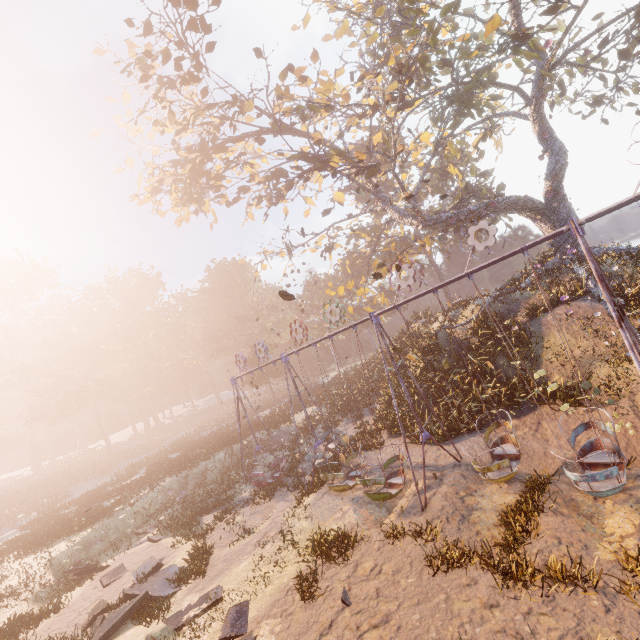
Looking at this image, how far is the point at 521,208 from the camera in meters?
19.7

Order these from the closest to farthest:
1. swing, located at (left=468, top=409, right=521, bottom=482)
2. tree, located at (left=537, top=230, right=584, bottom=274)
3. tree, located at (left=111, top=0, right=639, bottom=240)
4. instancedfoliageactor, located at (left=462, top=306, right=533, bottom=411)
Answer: swing, located at (left=468, top=409, right=521, bottom=482)
instancedfoliageactor, located at (left=462, top=306, right=533, bottom=411)
tree, located at (left=111, top=0, right=639, bottom=240)
tree, located at (left=537, top=230, right=584, bottom=274)

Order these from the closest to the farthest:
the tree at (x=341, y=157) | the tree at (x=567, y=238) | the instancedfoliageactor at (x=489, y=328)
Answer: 1. the instancedfoliageactor at (x=489, y=328)
2. the tree at (x=341, y=157)
3. the tree at (x=567, y=238)

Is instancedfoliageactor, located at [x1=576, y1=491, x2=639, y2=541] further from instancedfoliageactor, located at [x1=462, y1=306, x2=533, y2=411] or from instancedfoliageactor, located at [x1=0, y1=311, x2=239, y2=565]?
instancedfoliageactor, located at [x1=0, y1=311, x2=239, y2=565]

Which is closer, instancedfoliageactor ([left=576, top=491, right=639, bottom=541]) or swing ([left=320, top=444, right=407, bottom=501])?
instancedfoliageactor ([left=576, top=491, right=639, bottom=541])

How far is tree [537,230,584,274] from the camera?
18.6 meters

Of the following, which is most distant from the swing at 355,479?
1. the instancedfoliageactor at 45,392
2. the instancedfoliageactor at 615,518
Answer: the instancedfoliageactor at 45,392

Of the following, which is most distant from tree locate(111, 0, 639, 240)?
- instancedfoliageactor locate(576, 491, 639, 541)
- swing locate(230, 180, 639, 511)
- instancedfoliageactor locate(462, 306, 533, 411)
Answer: instancedfoliageactor locate(576, 491, 639, 541)
